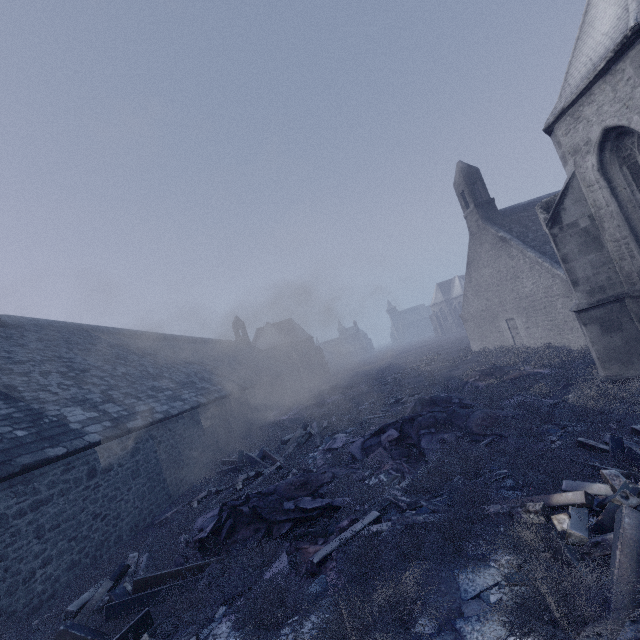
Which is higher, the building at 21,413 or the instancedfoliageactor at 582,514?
the building at 21,413

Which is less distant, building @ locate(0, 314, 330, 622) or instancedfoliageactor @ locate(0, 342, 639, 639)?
instancedfoliageactor @ locate(0, 342, 639, 639)

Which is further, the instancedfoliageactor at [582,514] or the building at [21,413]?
the building at [21,413]

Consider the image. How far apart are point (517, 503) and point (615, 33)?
10.33m

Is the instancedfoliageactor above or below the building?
below
